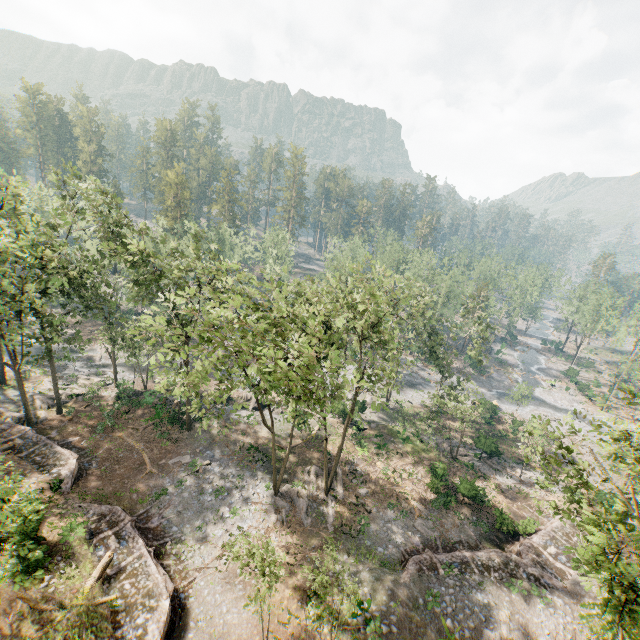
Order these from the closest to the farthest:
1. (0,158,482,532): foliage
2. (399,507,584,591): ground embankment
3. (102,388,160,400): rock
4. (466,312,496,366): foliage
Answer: (0,158,482,532): foliage, (399,507,584,591): ground embankment, (102,388,160,400): rock, (466,312,496,366): foliage

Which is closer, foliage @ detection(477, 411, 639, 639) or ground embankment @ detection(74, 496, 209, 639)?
foliage @ detection(477, 411, 639, 639)

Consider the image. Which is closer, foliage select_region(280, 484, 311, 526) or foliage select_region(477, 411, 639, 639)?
foliage select_region(477, 411, 639, 639)

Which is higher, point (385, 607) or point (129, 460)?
point (385, 607)

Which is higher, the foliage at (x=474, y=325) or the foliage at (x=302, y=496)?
the foliage at (x=474, y=325)

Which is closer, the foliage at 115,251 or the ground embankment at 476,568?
the foliage at 115,251

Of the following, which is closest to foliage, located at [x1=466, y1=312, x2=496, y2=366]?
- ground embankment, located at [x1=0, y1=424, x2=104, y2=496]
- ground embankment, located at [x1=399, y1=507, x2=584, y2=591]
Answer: ground embankment, located at [x1=0, y1=424, x2=104, y2=496]

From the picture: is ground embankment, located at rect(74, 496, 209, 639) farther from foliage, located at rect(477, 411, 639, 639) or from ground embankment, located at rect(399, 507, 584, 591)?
foliage, located at rect(477, 411, 639, 639)
